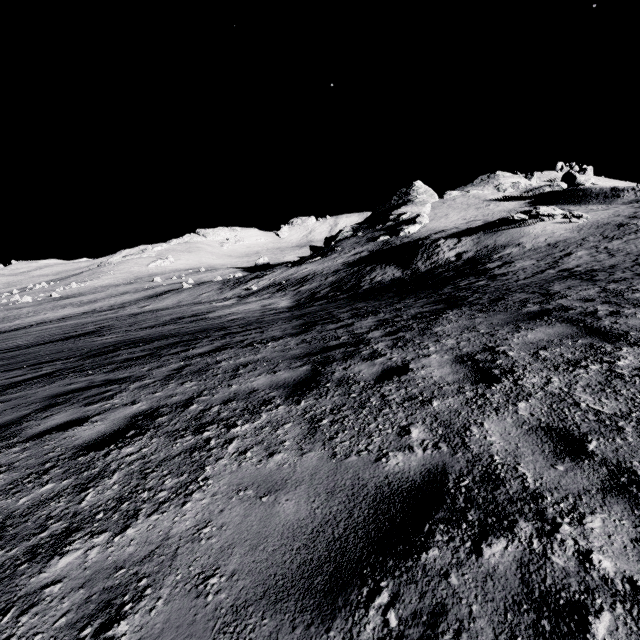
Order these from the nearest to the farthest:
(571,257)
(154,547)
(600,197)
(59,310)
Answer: (154,547) < (571,257) < (600,197) < (59,310)

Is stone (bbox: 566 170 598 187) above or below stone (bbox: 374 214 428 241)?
above

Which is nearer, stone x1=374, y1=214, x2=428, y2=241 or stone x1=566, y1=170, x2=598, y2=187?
stone x1=374, y1=214, x2=428, y2=241

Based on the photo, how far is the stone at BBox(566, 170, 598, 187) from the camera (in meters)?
56.19

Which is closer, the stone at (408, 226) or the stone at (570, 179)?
the stone at (408, 226)

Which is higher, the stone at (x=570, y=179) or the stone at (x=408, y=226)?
the stone at (x=570, y=179)

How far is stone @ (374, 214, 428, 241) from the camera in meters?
51.8 m
